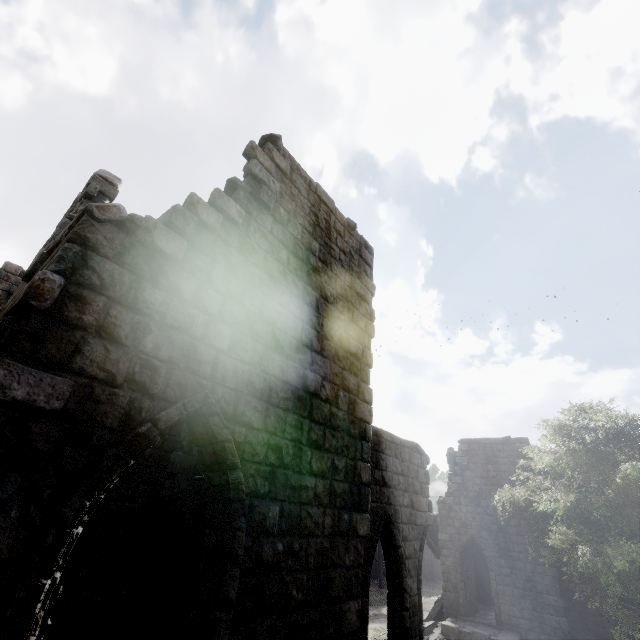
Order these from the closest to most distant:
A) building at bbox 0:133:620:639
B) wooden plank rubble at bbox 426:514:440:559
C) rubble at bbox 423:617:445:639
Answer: building at bbox 0:133:620:639, rubble at bbox 423:617:445:639, wooden plank rubble at bbox 426:514:440:559

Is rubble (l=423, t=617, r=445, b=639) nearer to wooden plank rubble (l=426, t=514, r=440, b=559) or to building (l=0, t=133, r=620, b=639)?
building (l=0, t=133, r=620, b=639)

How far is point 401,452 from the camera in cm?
1011

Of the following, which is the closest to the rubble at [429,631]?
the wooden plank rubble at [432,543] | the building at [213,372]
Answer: the building at [213,372]

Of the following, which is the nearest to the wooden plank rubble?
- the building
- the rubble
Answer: the building

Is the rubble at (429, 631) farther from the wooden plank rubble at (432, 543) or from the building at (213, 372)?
the wooden plank rubble at (432, 543)

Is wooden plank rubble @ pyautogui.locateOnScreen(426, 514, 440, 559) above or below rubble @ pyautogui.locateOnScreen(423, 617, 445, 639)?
above

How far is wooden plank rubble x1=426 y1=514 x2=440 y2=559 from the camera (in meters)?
20.52
